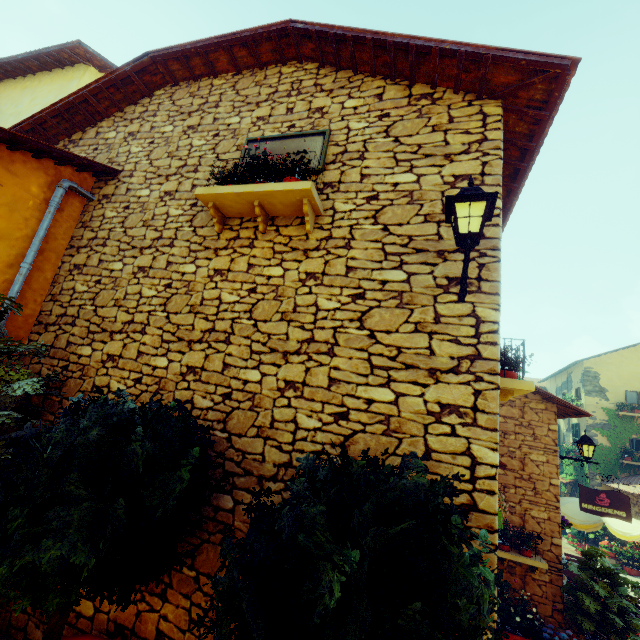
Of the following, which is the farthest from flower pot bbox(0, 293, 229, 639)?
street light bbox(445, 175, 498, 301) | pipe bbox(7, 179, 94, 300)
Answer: street light bbox(445, 175, 498, 301)

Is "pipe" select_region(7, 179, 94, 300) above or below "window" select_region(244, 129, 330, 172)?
below

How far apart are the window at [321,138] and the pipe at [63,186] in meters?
2.6 m

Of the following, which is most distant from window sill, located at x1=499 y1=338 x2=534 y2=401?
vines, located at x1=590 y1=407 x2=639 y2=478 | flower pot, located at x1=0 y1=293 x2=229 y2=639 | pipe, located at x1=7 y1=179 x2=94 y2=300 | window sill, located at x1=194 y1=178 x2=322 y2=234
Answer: vines, located at x1=590 y1=407 x2=639 y2=478

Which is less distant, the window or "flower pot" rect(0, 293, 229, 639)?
"flower pot" rect(0, 293, 229, 639)

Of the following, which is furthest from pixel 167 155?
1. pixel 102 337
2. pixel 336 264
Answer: pixel 336 264

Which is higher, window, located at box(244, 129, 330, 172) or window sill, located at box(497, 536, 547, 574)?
window, located at box(244, 129, 330, 172)

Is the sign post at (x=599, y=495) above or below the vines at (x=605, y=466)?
below
